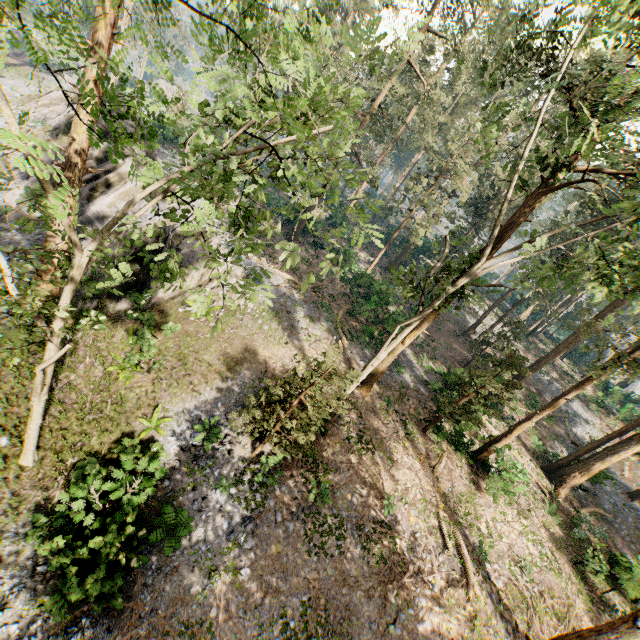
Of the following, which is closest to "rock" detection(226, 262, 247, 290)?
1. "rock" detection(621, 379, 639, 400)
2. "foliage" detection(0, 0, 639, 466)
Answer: "foliage" detection(0, 0, 639, 466)

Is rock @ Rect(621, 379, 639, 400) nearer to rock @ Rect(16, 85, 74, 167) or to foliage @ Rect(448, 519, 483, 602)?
foliage @ Rect(448, 519, 483, 602)

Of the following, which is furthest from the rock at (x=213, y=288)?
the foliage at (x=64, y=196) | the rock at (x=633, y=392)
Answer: the rock at (x=633, y=392)

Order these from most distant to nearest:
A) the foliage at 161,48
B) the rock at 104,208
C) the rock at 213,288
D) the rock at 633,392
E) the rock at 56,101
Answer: the rock at 633,392 → the rock at 56,101 → the rock at 104,208 → the rock at 213,288 → the foliage at 161,48

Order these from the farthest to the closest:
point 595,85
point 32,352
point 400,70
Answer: point 400,70 < point 32,352 < point 595,85

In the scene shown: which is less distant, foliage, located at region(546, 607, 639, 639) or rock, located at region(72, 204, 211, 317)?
foliage, located at region(546, 607, 639, 639)

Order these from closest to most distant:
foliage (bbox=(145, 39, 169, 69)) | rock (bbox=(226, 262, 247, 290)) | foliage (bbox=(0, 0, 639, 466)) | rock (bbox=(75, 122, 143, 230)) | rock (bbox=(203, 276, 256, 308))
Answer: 1. foliage (bbox=(145, 39, 169, 69))
2. foliage (bbox=(0, 0, 639, 466))
3. rock (bbox=(203, 276, 256, 308))
4. rock (bbox=(226, 262, 247, 290))
5. rock (bbox=(75, 122, 143, 230))
